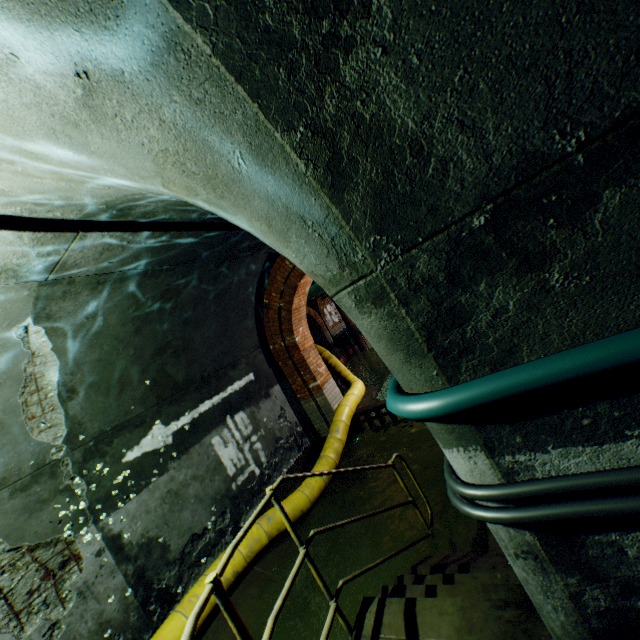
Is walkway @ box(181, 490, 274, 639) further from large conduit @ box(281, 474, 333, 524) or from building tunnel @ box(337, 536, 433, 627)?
large conduit @ box(281, 474, 333, 524)

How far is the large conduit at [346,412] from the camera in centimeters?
636cm

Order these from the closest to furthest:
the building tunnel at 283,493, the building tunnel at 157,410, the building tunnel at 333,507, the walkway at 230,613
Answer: the building tunnel at 157,410
the walkway at 230,613
the building tunnel at 333,507
the building tunnel at 283,493

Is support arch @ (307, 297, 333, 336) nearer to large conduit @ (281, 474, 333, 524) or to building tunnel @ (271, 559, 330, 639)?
large conduit @ (281, 474, 333, 524)

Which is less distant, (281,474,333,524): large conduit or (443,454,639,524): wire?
(443,454,639,524): wire

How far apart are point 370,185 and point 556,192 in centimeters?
57cm

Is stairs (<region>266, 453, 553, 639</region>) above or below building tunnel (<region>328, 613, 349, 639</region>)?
above

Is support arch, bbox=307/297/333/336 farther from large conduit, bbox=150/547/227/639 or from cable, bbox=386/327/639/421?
cable, bbox=386/327/639/421
